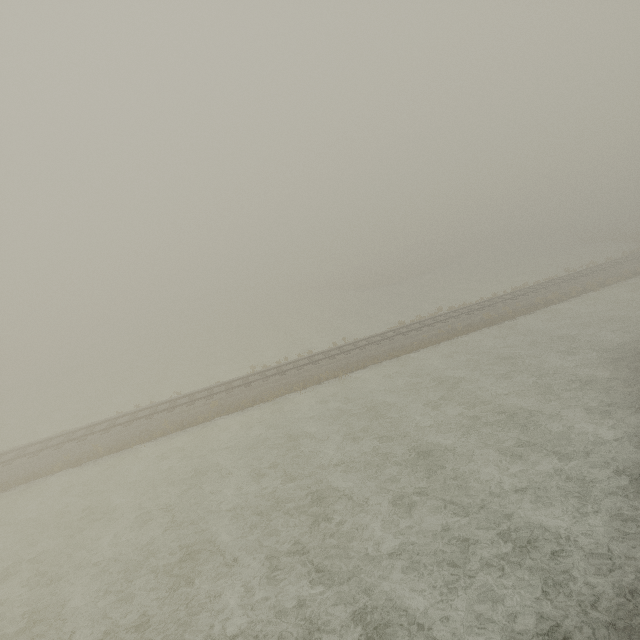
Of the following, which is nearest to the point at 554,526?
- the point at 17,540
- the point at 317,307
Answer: the point at 17,540
